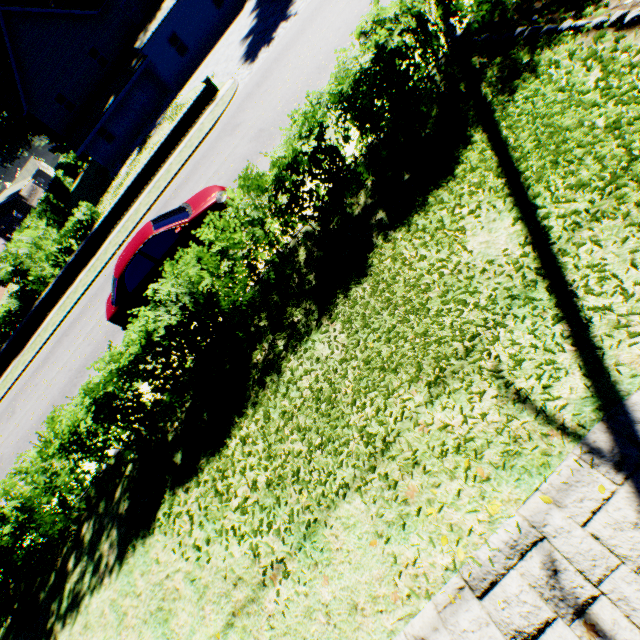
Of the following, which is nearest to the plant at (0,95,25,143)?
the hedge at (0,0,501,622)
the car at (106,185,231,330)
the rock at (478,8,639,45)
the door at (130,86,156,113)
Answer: the hedge at (0,0,501,622)

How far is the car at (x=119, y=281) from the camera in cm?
834

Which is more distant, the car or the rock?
the car

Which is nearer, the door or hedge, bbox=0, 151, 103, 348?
hedge, bbox=0, 151, 103, 348

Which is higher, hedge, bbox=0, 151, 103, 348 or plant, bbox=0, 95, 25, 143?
plant, bbox=0, 95, 25, 143

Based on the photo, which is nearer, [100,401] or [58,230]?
[100,401]

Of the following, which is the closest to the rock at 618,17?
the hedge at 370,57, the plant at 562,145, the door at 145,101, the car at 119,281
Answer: the hedge at 370,57
